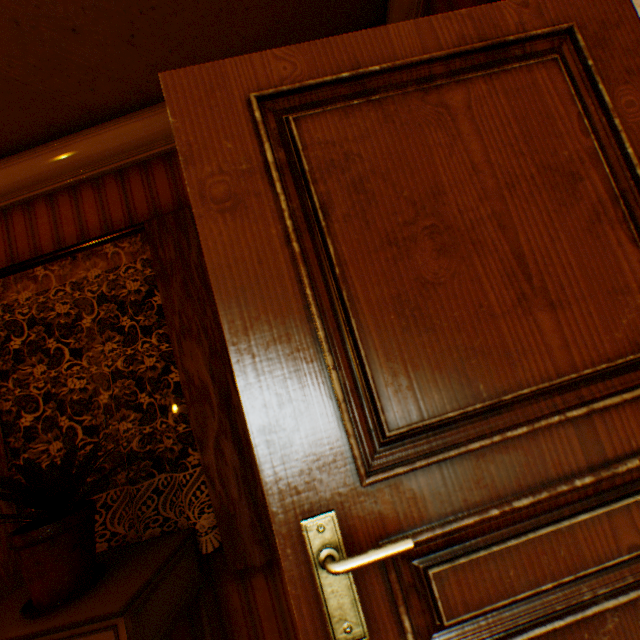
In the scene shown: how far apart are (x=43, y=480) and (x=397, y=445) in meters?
1.5

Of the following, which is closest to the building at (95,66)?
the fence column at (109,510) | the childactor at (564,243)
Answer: the childactor at (564,243)

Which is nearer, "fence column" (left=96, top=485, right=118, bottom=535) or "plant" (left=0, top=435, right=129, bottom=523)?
"plant" (left=0, top=435, right=129, bottom=523)

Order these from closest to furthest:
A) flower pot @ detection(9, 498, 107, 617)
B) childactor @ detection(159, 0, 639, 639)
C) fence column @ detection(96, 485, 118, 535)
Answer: childactor @ detection(159, 0, 639, 639) < flower pot @ detection(9, 498, 107, 617) < fence column @ detection(96, 485, 118, 535)

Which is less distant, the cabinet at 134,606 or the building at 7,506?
the cabinet at 134,606

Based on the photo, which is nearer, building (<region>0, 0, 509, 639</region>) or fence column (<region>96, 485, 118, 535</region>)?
building (<region>0, 0, 509, 639</region>)

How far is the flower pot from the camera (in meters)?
1.23

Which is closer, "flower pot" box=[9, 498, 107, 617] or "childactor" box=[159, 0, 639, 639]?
"childactor" box=[159, 0, 639, 639]
